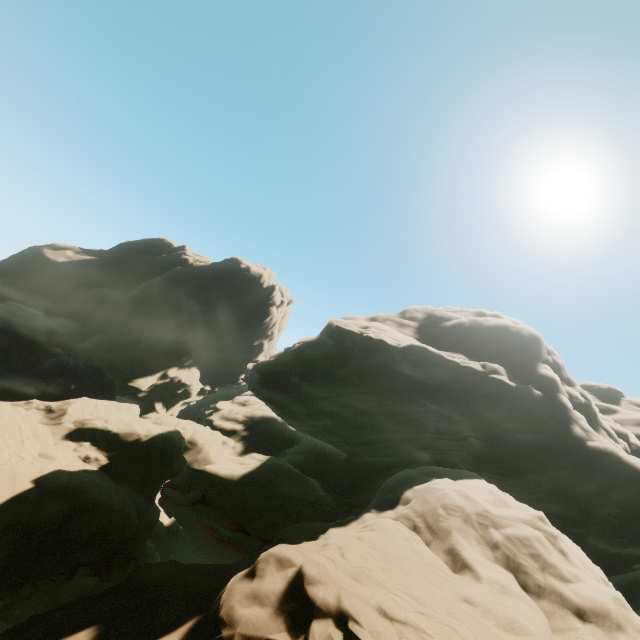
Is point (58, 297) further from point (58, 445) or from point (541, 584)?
point (541, 584)
